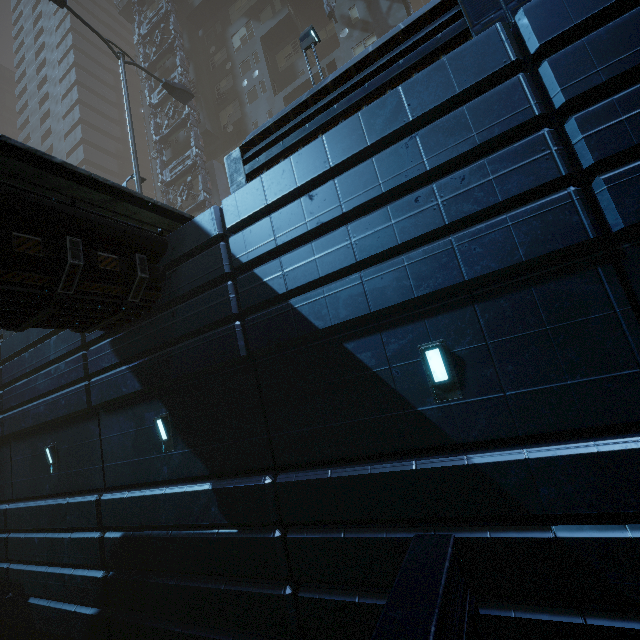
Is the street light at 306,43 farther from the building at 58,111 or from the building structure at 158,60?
the building structure at 158,60

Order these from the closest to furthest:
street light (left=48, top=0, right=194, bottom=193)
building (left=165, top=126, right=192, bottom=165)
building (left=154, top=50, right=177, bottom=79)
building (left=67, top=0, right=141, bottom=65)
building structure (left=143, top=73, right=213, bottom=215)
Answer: street light (left=48, top=0, right=194, bottom=193) < building structure (left=143, top=73, right=213, bottom=215) < building (left=165, top=126, right=192, bottom=165) < building (left=154, top=50, right=177, bottom=79) < building (left=67, top=0, right=141, bottom=65)

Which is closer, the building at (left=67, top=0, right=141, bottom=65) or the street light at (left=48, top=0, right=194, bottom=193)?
the street light at (left=48, top=0, right=194, bottom=193)

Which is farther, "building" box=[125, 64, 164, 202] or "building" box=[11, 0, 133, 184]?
"building" box=[11, 0, 133, 184]

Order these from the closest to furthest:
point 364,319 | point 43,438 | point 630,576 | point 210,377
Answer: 1. point 630,576
2. point 364,319
3. point 210,377
4. point 43,438

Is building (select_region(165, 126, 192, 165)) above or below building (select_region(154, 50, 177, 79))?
below

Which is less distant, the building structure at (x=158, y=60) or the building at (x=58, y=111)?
the building structure at (x=158, y=60)
